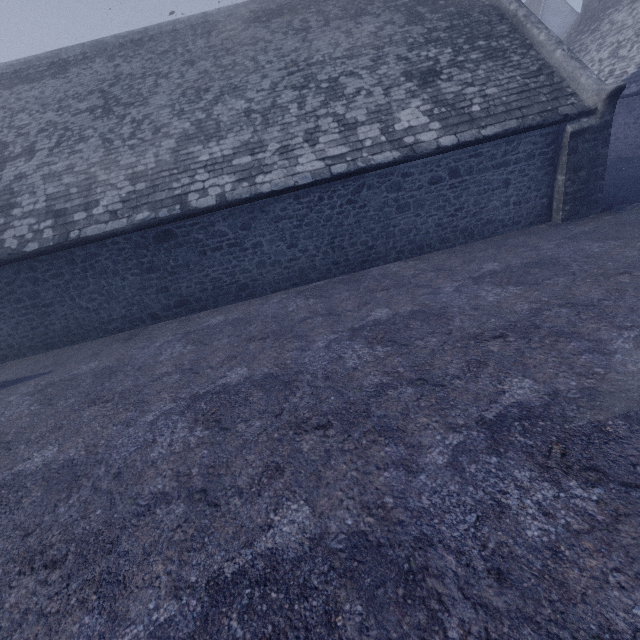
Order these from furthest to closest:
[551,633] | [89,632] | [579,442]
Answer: [579,442] → [89,632] → [551,633]
